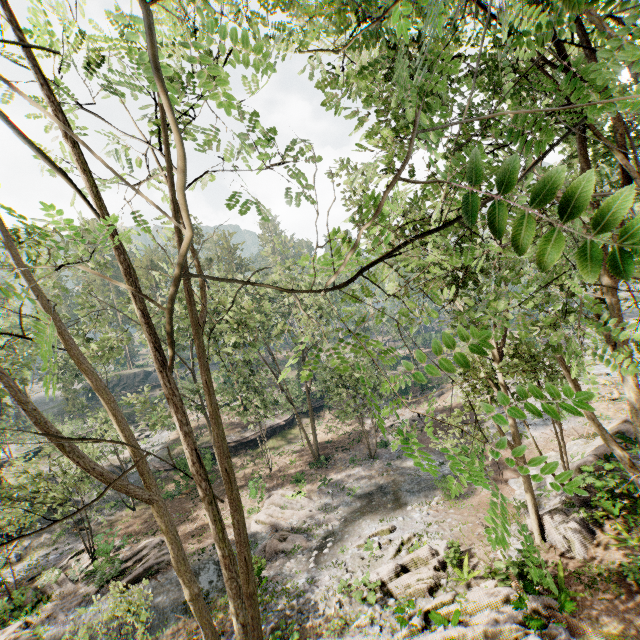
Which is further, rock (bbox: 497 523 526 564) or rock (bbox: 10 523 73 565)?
rock (bbox: 10 523 73 565)

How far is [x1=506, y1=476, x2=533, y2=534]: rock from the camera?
15.1 meters

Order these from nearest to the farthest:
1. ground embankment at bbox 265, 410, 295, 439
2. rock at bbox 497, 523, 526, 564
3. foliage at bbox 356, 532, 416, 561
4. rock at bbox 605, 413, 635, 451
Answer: rock at bbox 497, 523, 526, 564 < foliage at bbox 356, 532, 416, 561 < rock at bbox 605, 413, 635, 451 < ground embankment at bbox 265, 410, 295, 439

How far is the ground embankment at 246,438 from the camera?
35.7m

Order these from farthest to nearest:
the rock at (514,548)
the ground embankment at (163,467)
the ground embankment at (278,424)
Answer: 1. the ground embankment at (278,424)
2. the ground embankment at (163,467)
3. the rock at (514,548)

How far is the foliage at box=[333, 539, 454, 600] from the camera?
13.76m

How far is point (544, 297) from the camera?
13.3m
